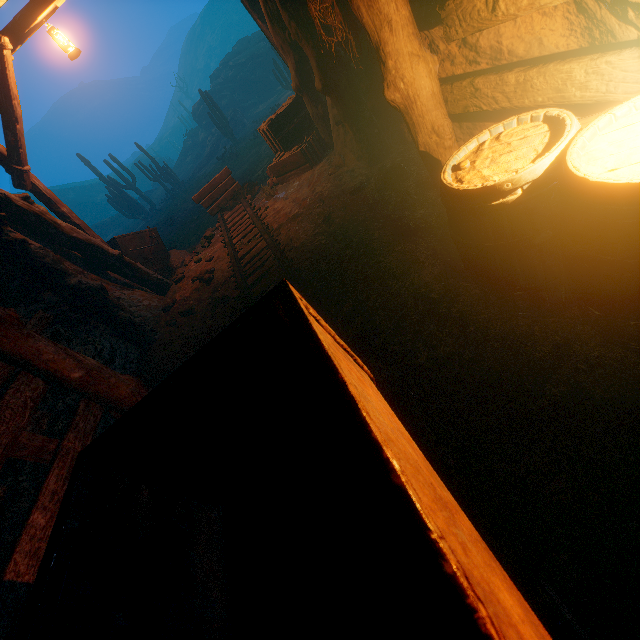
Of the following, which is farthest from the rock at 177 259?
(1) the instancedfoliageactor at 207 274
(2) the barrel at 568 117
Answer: (2) the barrel at 568 117

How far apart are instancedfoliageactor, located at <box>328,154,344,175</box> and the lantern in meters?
4.5 m

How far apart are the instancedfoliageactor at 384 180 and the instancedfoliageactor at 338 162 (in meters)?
1.44

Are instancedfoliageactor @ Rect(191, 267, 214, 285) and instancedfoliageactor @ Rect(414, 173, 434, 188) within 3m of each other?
no

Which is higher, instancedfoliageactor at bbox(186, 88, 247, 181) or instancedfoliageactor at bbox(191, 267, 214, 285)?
instancedfoliageactor at bbox(186, 88, 247, 181)

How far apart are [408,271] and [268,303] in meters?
2.1 m

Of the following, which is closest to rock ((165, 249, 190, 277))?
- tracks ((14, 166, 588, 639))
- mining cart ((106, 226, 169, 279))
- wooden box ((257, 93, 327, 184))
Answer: mining cart ((106, 226, 169, 279))

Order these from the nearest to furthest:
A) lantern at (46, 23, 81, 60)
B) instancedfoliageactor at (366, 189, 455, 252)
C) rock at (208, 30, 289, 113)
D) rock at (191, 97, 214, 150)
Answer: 1. instancedfoliageactor at (366, 189, 455, 252)
2. lantern at (46, 23, 81, 60)
3. rock at (208, 30, 289, 113)
4. rock at (191, 97, 214, 150)
